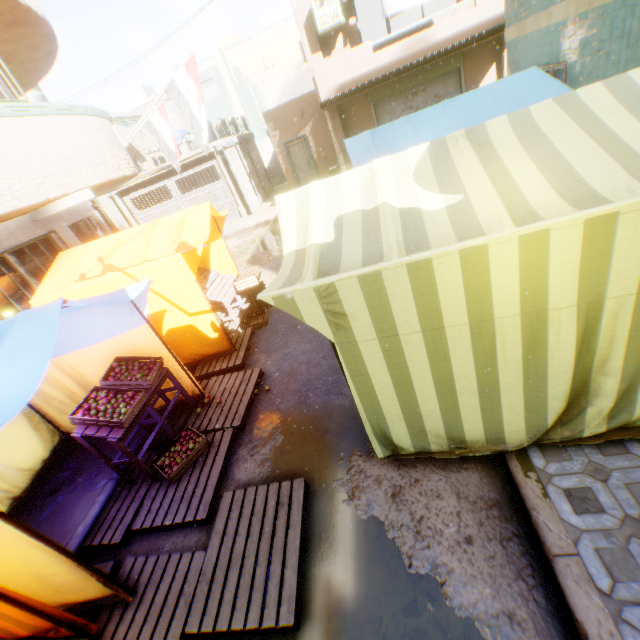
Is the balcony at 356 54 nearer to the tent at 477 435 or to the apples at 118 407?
the tent at 477 435

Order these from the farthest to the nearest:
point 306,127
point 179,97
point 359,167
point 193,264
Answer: point 306,127 < point 179,97 < point 193,264 < point 359,167

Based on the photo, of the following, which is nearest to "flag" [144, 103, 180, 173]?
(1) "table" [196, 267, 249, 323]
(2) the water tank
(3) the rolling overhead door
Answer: (3) the rolling overhead door

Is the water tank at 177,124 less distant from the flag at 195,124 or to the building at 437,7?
the building at 437,7

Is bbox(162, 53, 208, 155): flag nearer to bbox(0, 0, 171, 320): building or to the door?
bbox(0, 0, 171, 320): building

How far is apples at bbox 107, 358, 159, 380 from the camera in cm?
434

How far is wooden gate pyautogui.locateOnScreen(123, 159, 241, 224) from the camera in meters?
16.6

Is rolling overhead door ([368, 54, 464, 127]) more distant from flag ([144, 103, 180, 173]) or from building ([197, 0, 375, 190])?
flag ([144, 103, 180, 173])
